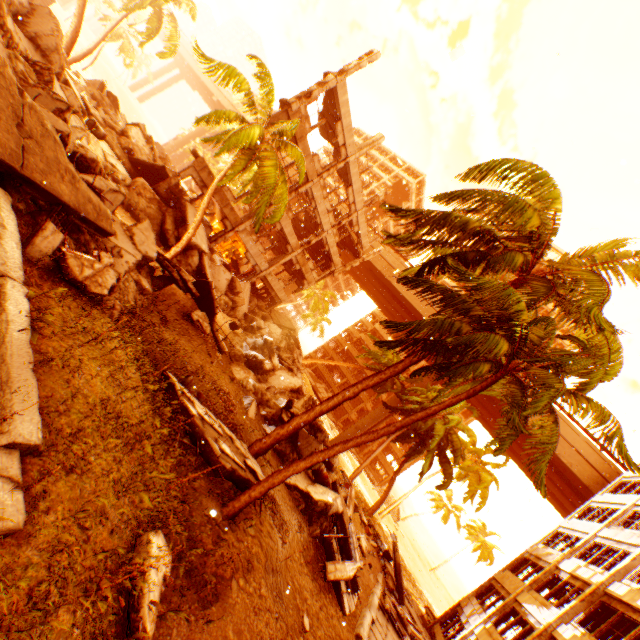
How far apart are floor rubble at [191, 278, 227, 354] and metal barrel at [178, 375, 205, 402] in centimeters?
308cm

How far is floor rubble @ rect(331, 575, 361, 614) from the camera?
10.5 meters

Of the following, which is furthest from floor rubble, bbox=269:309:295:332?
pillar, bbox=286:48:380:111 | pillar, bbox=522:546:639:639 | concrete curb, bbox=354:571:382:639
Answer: concrete curb, bbox=354:571:382:639

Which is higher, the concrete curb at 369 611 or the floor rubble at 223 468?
the floor rubble at 223 468

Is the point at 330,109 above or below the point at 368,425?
above

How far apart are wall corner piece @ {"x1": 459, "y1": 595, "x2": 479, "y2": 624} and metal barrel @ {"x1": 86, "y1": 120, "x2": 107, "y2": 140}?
32.8m

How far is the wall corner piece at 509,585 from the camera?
19.3 meters

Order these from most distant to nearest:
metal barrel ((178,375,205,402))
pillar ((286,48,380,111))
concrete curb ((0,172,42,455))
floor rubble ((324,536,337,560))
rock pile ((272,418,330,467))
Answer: pillar ((286,48,380,111)), rock pile ((272,418,330,467)), floor rubble ((324,536,337,560)), metal barrel ((178,375,205,402)), concrete curb ((0,172,42,455))
